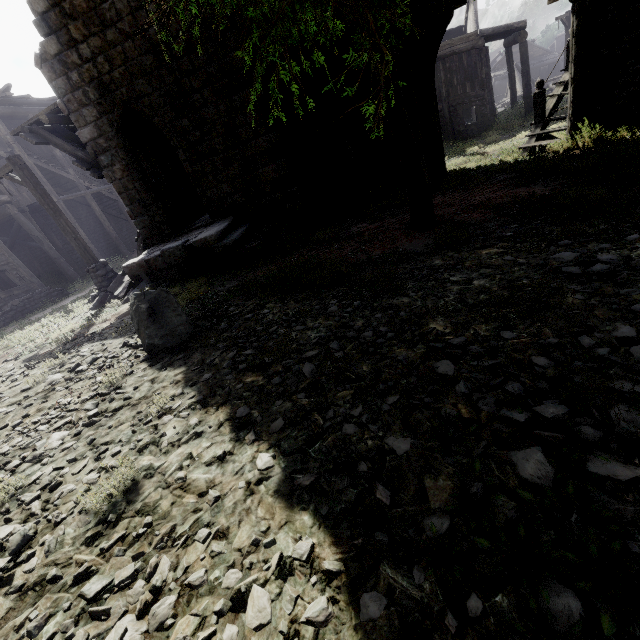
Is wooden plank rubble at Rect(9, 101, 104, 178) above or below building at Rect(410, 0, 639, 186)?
above

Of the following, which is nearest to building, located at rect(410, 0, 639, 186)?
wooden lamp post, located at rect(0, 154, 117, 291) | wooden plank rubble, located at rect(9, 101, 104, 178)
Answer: wooden plank rubble, located at rect(9, 101, 104, 178)

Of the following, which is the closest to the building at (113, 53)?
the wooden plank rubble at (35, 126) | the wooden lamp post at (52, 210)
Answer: the wooden plank rubble at (35, 126)

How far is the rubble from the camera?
9.6 meters

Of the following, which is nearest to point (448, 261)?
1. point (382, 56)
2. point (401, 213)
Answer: point (382, 56)

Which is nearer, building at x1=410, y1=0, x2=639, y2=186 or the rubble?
building at x1=410, y1=0, x2=639, y2=186

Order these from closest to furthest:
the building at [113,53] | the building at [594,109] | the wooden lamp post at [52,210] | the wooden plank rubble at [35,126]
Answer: the building at [594,109] < the building at [113,53] < the wooden lamp post at [52,210] < the wooden plank rubble at [35,126]

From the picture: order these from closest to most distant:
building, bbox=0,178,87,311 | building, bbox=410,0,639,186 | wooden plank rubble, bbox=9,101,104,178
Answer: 1. building, bbox=410,0,639,186
2. wooden plank rubble, bbox=9,101,104,178
3. building, bbox=0,178,87,311
